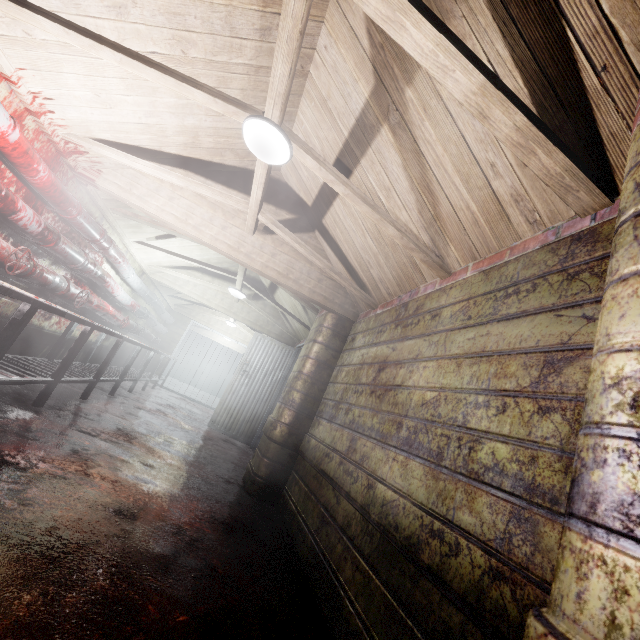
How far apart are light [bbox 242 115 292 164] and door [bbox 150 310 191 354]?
7.8 meters

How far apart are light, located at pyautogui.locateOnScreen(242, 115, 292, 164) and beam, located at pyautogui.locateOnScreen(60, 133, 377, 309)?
0.0m

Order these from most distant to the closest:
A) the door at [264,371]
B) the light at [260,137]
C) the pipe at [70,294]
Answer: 1. the door at [264,371]
2. the pipe at [70,294]
3. the light at [260,137]

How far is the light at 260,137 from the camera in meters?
1.9 m

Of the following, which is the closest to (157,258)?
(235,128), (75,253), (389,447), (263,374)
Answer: (75,253)

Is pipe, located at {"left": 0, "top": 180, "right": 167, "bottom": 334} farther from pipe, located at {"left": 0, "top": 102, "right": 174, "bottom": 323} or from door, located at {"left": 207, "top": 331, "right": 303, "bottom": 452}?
door, located at {"left": 207, "top": 331, "right": 303, "bottom": 452}

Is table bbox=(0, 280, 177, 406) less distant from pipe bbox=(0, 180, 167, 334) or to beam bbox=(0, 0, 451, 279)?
pipe bbox=(0, 180, 167, 334)

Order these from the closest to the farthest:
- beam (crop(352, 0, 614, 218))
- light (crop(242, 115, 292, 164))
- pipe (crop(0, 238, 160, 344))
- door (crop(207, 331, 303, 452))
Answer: beam (crop(352, 0, 614, 218))
light (crop(242, 115, 292, 164))
pipe (crop(0, 238, 160, 344))
door (crop(207, 331, 303, 452))
